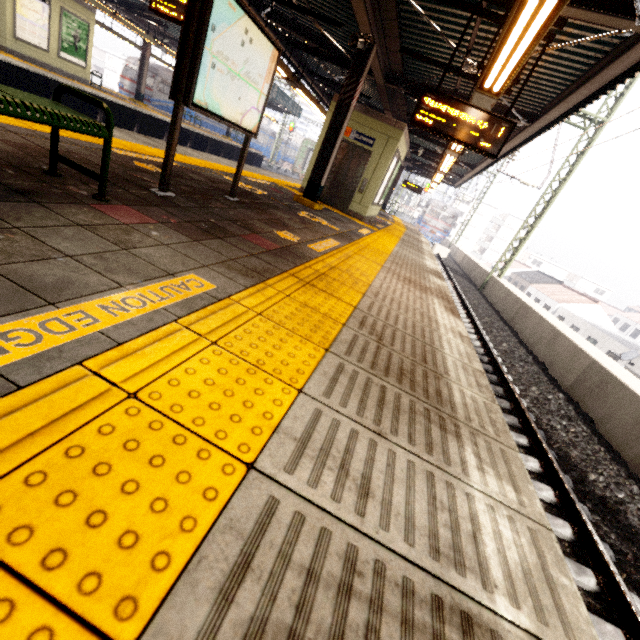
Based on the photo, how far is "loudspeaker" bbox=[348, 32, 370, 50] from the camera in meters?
6.6 m

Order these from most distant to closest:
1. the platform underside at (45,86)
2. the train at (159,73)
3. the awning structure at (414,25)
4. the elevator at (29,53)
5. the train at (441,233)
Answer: the train at (441,233) → the train at (159,73) → the elevator at (29,53) → the platform underside at (45,86) → the awning structure at (414,25)

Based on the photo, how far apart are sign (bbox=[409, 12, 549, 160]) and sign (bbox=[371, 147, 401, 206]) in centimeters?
476cm

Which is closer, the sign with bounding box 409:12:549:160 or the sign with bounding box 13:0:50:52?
the sign with bounding box 409:12:549:160

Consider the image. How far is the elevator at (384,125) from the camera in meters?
9.6

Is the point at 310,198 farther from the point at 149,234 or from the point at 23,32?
the point at 23,32

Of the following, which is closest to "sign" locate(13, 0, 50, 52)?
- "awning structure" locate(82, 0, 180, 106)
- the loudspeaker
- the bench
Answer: "awning structure" locate(82, 0, 180, 106)

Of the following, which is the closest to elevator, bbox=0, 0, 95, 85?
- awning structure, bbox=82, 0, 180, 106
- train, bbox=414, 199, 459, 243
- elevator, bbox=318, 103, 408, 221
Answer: awning structure, bbox=82, 0, 180, 106
